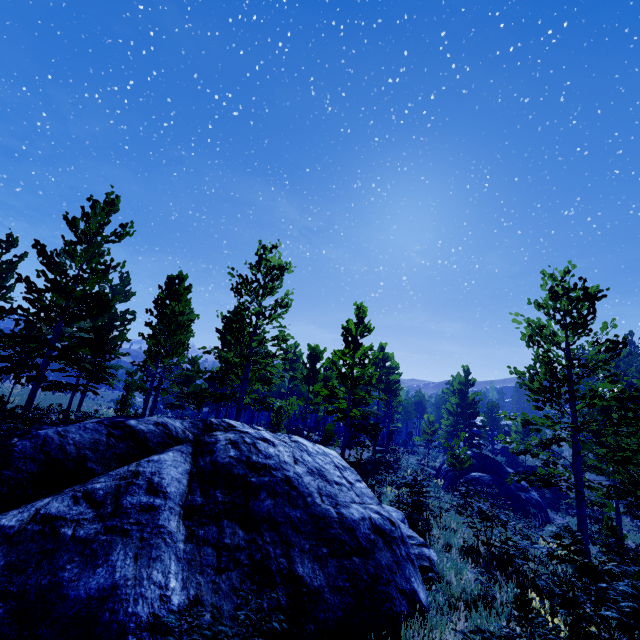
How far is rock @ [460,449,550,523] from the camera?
21.3m

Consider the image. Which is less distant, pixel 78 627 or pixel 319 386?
pixel 78 627

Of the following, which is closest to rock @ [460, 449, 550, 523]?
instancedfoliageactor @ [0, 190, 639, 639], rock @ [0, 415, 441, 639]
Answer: instancedfoliageactor @ [0, 190, 639, 639]

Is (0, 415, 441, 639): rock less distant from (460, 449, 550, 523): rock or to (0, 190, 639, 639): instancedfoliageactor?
(0, 190, 639, 639): instancedfoliageactor

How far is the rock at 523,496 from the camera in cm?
2127

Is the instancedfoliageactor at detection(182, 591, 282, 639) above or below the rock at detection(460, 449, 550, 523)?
above

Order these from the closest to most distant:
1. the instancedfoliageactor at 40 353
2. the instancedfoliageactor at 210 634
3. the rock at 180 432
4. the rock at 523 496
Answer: the instancedfoliageactor at 210 634, the rock at 180 432, the instancedfoliageactor at 40 353, the rock at 523 496

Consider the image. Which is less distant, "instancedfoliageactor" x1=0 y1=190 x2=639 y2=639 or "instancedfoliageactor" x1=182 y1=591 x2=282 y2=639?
"instancedfoliageactor" x1=182 y1=591 x2=282 y2=639
